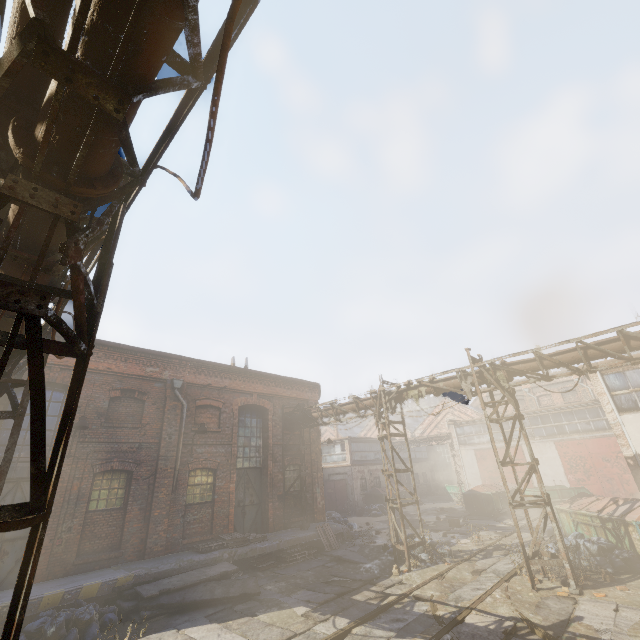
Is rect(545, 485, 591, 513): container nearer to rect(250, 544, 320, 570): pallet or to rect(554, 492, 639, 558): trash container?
rect(554, 492, 639, 558): trash container

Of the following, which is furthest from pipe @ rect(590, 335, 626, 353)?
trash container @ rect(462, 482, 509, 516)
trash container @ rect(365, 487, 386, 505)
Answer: trash container @ rect(365, 487, 386, 505)

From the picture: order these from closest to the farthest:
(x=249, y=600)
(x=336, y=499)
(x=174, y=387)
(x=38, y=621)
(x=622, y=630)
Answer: (x=622, y=630) < (x=38, y=621) < (x=249, y=600) < (x=174, y=387) < (x=336, y=499)

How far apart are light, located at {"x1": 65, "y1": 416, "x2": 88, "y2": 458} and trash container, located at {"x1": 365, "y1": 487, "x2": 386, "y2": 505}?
24.2m

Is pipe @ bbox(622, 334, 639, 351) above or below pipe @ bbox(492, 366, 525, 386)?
above

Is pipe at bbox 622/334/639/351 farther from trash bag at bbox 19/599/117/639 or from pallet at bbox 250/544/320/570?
pallet at bbox 250/544/320/570

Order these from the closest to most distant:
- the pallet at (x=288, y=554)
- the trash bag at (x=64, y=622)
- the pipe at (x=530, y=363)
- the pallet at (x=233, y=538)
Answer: the trash bag at (x=64, y=622), the pipe at (x=530, y=363), the pallet at (x=233, y=538), the pallet at (x=288, y=554)

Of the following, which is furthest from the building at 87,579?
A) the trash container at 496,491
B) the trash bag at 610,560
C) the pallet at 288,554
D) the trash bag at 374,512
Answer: the trash container at 496,491
